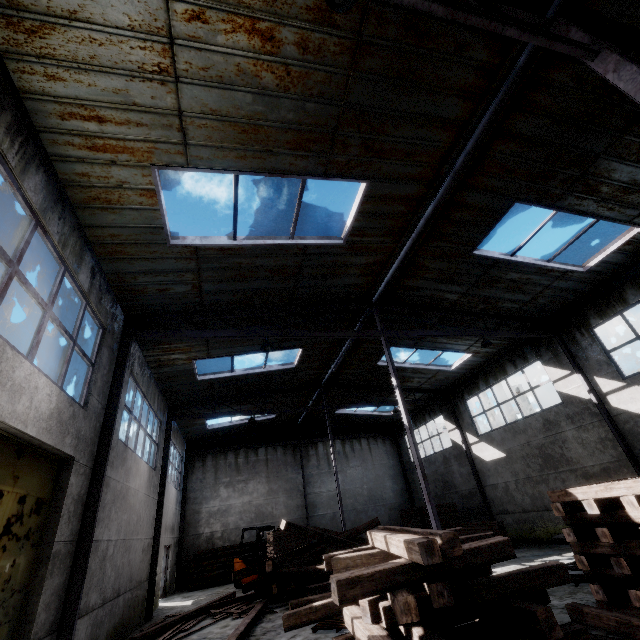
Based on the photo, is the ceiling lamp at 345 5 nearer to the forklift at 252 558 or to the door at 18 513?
the door at 18 513

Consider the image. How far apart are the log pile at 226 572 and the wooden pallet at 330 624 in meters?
11.8

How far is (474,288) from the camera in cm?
1146

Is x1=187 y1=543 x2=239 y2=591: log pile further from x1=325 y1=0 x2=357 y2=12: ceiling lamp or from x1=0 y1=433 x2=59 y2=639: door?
x1=325 y1=0 x2=357 y2=12: ceiling lamp

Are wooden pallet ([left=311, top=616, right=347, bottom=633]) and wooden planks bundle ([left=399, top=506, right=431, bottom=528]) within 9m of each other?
no

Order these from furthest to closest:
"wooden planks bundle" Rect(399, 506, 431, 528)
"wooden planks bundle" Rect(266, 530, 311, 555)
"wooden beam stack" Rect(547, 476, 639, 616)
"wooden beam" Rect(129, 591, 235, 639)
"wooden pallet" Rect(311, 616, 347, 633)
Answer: "wooden planks bundle" Rect(399, 506, 431, 528)
"wooden planks bundle" Rect(266, 530, 311, 555)
"wooden beam" Rect(129, 591, 235, 639)
"wooden pallet" Rect(311, 616, 347, 633)
"wooden beam stack" Rect(547, 476, 639, 616)

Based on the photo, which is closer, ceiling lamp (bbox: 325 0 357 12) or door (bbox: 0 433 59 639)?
ceiling lamp (bbox: 325 0 357 12)

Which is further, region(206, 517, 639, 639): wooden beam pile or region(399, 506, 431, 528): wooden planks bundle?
region(399, 506, 431, 528): wooden planks bundle
